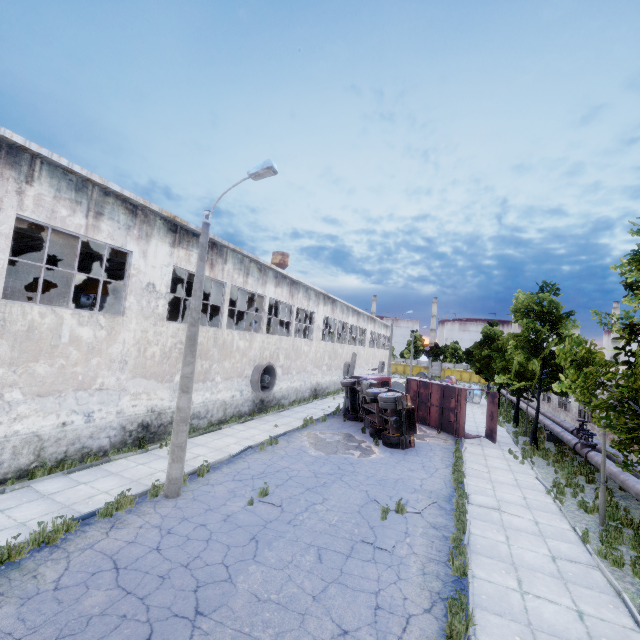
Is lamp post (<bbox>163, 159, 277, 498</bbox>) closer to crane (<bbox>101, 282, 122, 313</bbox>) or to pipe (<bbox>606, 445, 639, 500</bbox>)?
crane (<bbox>101, 282, 122, 313</bbox>)

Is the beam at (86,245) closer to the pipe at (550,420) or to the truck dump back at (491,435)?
the truck dump back at (491,435)

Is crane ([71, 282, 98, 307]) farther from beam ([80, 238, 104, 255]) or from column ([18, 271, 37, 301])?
beam ([80, 238, 104, 255])

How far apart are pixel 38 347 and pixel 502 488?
17.4 meters

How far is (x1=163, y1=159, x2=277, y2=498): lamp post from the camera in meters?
9.6

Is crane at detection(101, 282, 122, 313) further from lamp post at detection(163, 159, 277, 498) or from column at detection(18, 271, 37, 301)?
lamp post at detection(163, 159, 277, 498)

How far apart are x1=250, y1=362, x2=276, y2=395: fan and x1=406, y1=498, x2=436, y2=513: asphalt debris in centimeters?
1184cm

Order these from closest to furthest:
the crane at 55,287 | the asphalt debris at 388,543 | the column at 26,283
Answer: the asphalt debris at 388,543, the crane at 55,287, the column at 26,283
